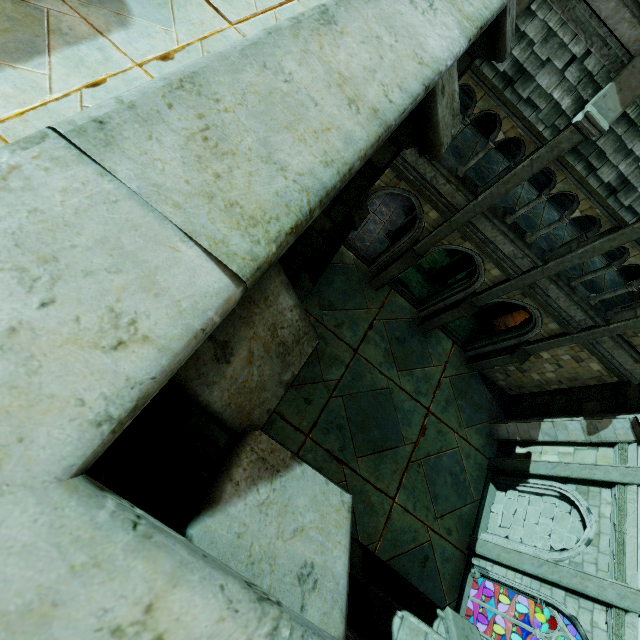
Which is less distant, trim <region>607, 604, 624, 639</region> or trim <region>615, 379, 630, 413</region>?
trim <region>607, 604, 624, 639</region>

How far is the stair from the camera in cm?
1323

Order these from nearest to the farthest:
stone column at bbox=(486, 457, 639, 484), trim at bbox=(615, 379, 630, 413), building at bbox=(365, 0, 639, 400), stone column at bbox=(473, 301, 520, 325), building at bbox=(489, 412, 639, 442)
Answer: building at bbox=(365, 0, 639, 400), stone column at bbox=(486, 457, 639, 484), building at bbox=(489, 412, 639, 442), trim at bbox=(615, 379, 630, 413), stone column at bbox=(473, 301, 520, 325)

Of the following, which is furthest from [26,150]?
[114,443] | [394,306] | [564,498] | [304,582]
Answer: [564,498]

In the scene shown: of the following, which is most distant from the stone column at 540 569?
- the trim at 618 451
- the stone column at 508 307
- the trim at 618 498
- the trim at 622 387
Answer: the stone column at 508 307

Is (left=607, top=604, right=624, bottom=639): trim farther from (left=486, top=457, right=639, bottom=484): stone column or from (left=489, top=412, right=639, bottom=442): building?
(left=489, top=412, right=639, bottom=442): building

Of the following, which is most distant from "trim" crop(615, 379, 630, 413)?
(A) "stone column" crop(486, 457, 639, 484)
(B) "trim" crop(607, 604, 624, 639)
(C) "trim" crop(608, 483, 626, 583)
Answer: (B) "trim" crop(607, 604, 624, 639)

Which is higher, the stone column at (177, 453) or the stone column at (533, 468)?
the stone column at (177, 453)
